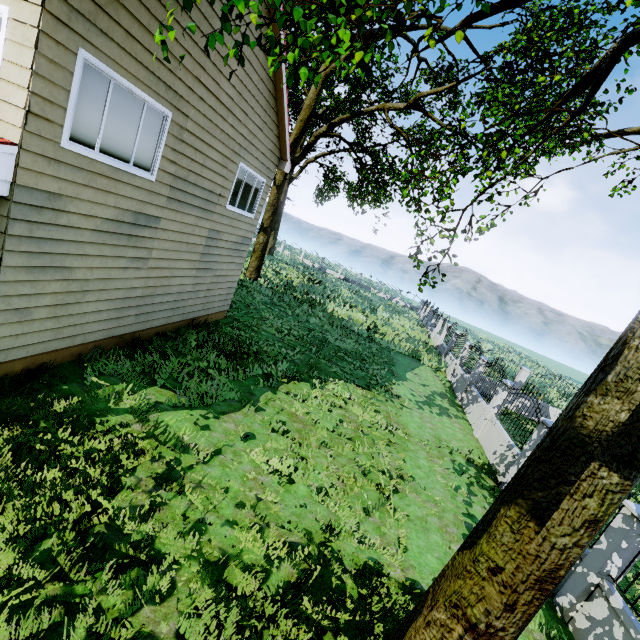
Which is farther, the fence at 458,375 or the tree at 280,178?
the fence at 458,375

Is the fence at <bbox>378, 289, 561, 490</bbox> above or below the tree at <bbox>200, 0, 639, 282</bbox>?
below

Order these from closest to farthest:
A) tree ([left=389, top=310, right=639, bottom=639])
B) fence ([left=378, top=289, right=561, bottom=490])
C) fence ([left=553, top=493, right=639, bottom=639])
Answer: tree ([left=389, top=310, right=639, bottom=639]), fence ([left=553, top=493, right=639, bottom=639]), fence ([left=378, top=289, right=561, bottom=490])

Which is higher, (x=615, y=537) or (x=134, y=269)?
(x=134, y=269)

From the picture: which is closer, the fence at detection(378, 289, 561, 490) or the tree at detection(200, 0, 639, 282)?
the tree at detection(200, 0, 639, 282)

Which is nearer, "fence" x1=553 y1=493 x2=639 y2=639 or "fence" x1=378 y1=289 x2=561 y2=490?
"fence" x1=553 y1=493 x2=639 y2=639
